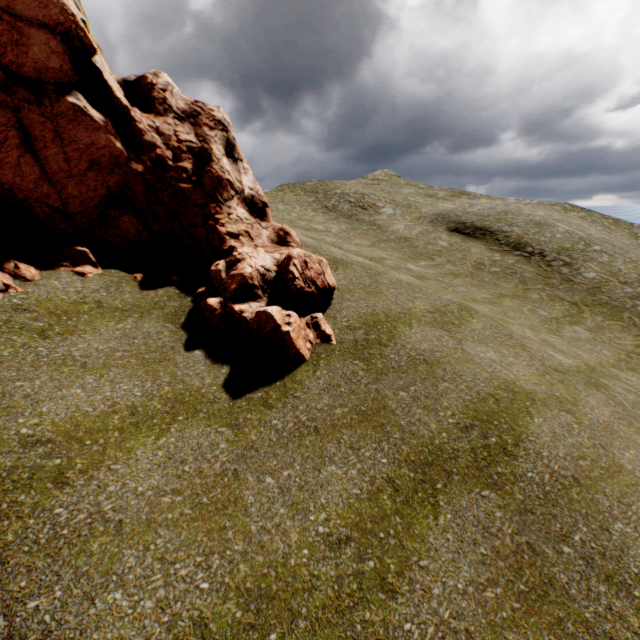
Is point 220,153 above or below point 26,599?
above
